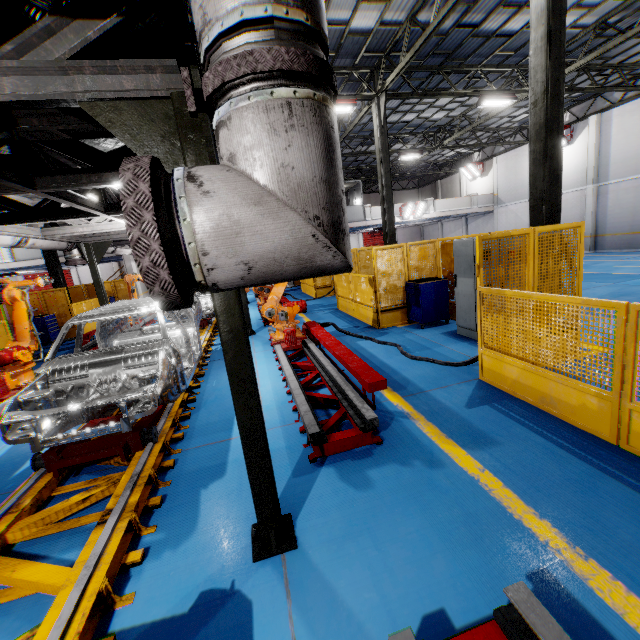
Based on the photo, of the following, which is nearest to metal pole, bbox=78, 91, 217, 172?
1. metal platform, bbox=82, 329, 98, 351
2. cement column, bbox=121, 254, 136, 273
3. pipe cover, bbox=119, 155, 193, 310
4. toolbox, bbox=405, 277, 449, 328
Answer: pipe cover, bbox=119, 155, 193, 310

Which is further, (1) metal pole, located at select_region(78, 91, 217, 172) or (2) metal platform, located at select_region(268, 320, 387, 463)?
(2) metal platform, located at select_region(268, 320, 387, 463)

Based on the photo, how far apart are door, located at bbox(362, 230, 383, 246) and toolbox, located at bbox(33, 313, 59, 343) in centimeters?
2995cm

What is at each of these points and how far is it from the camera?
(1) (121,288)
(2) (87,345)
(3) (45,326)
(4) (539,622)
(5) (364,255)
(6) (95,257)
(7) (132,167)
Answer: (1) metal panel, 21.6m
(2) metal platform, 10.6m
(3) toolbox, 13.2m
(4) metal platform, 1.6m
(5) metal panel, 12.7m
(6) metal pole, 9.0m
(7) pipe cover, 1.1m

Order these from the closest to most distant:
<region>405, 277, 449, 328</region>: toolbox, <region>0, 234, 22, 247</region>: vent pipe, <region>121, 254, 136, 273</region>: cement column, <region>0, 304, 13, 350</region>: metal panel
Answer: <region>0, 234, 22, 247</region>: vent pipe
<region>405, 277, 449, 328</region>: toolbox
<region>0, 304, 13, 350</region>: metal panel
<region>121, 254, 136, 273</region>: cement column

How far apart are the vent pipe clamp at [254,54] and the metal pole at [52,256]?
18.4m

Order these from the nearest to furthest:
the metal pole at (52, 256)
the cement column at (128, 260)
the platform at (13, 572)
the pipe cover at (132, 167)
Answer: the pipe cover at (132, 167) < the platform at (13, 572) < the metal pole at (52, 256) < the cement column at (128, 260)

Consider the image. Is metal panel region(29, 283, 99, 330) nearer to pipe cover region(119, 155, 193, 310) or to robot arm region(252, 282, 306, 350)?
robot arm region(252, 282, 306, 350)
